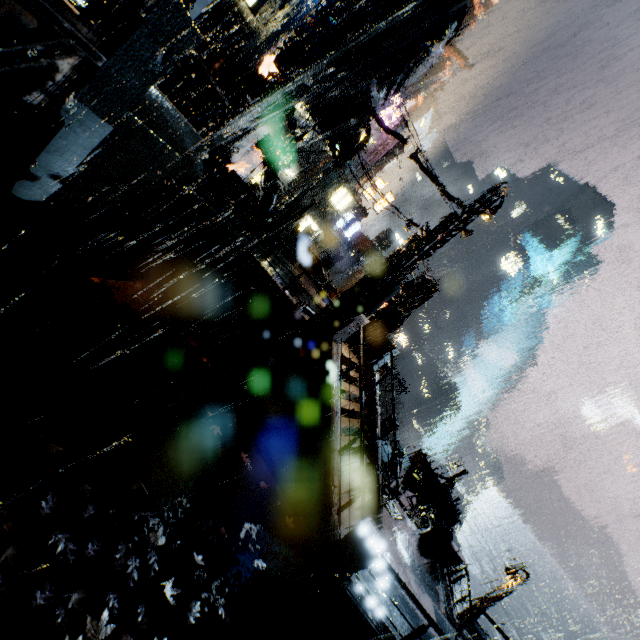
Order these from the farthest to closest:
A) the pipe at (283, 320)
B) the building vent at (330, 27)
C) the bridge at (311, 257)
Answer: the bridge at (311, 257) < the building vent at (330, 27) < the pipe at (283, 320)

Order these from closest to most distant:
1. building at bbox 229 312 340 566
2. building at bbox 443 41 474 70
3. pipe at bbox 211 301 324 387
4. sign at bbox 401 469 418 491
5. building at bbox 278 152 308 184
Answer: building at bbox 229 312 340 566 → pipe at bbox 211 301 324 387 → sign at bbox 401 469 418 491 → building at bbox 278 152 308 184 → building at bbox 443 41 474 70

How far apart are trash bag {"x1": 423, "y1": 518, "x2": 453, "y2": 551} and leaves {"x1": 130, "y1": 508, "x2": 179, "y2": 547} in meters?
15.1

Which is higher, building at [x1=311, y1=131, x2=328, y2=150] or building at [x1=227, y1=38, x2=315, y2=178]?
building at [x1=311, y1=131, x2=328, y2=150]

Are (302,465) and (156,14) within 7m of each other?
no

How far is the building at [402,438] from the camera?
21.3 meters

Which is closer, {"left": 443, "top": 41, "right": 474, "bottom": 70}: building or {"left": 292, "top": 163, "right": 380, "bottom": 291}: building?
{"left": 292, "top": 163, "right": 380, "bottom": 291}: building
